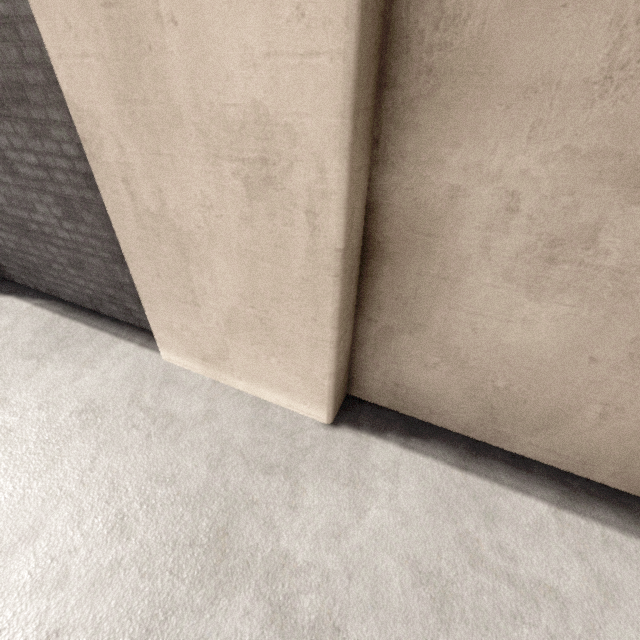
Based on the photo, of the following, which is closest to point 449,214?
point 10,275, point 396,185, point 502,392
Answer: point 396,185
